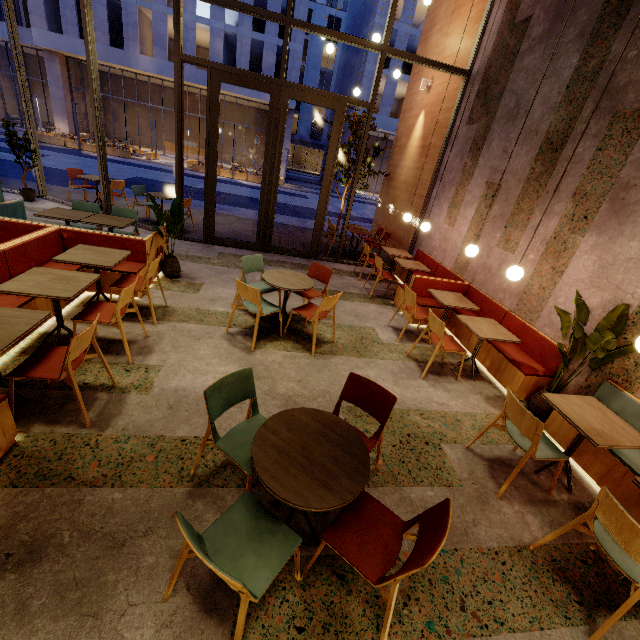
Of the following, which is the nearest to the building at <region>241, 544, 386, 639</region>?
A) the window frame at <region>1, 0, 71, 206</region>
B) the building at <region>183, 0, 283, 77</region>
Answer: the window frame at <region>1, 0, 71, 206</region>

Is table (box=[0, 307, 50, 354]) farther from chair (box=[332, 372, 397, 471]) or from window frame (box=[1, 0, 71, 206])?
window frame (box=[1, 0, 71, 206])

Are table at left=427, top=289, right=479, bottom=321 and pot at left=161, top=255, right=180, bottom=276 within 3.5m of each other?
no

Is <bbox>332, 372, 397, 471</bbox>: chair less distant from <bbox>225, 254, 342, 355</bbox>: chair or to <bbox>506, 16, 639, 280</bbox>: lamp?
<bbox>225, 254, 342, 355</bbox>: chair

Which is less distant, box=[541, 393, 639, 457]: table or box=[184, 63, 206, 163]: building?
box=[541, 393, 639, 457]: table

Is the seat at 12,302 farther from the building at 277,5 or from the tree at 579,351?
the building at 277,5

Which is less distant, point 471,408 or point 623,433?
point 623,433

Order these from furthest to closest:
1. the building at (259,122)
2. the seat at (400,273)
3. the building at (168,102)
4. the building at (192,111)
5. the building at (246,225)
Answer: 1. the building at (259,122)
2. the building at (192,111)
3. the building at (168,102)
4. the building at (246,225)
5. the seat at (400,273)
